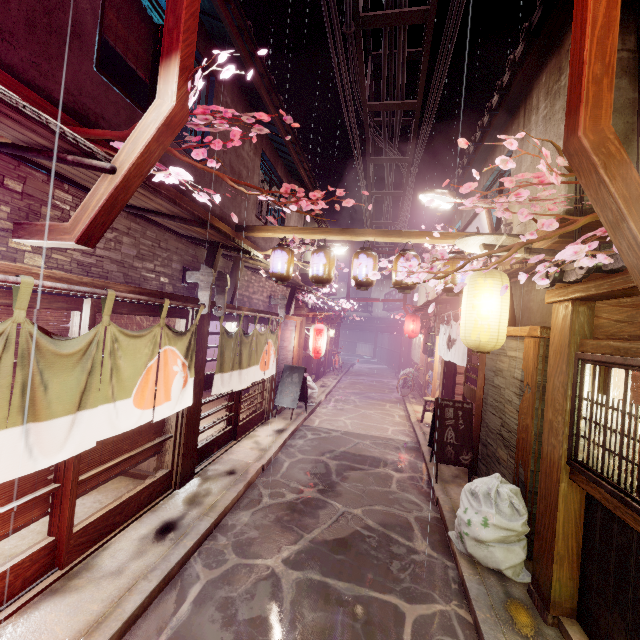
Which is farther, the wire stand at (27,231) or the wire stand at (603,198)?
the wire stand at (27,231)

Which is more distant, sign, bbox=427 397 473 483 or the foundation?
sign, bbox=427 397 473 483

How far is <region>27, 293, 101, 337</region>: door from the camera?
5.2m

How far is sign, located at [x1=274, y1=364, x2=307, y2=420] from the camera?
16.8m

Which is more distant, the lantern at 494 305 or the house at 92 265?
the lantern at 494 305

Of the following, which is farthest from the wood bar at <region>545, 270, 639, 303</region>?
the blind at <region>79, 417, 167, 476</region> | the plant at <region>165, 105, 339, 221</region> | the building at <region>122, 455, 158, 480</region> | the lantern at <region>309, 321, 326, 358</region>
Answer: the lantern at <region>309, 321, 326, 358</region>

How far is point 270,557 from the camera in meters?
7.2 m

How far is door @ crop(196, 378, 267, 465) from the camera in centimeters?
1080cm
